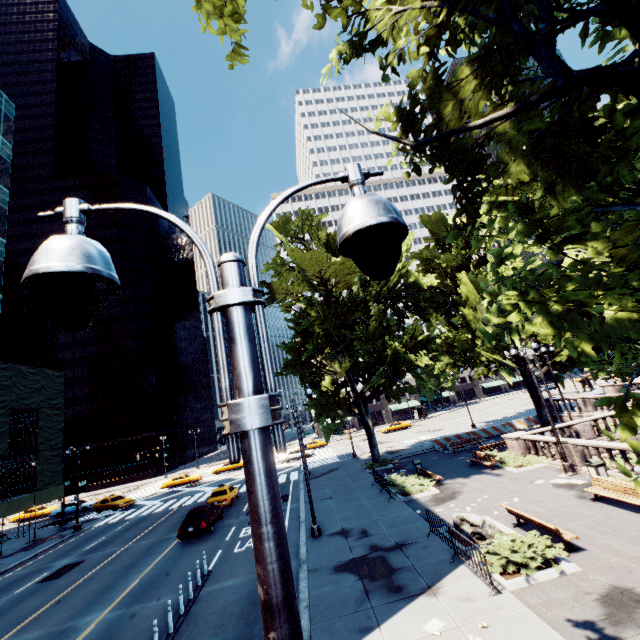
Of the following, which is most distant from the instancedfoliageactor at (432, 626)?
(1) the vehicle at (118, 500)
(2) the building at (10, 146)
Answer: (1) the vehicle at (118, 500)

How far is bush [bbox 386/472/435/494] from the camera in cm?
1961

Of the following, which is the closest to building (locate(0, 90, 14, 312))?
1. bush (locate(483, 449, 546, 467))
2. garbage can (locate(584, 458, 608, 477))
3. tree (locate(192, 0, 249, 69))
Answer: tree (locate(192, 0, 249, 69))

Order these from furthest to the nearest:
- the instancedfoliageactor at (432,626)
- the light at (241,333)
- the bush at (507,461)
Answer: the bush at (507,461)
the instancedfoliageactor at (432,626)
the light at (241,333)

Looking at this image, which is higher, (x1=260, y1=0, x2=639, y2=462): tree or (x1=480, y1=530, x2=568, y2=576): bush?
(x1=260, y1=0, x2=639, y2=462): tree

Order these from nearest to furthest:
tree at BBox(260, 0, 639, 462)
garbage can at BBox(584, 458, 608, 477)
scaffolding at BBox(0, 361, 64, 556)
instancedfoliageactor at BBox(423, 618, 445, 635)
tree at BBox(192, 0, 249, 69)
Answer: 1. tree at BBox(260, 0, 639, 462)
2. tree at BBox(192, 0, 249, 69)
3. instancedfoliageactor at BBox(423, 618, 445, 635)
4. garbage can at BBox(584, 458, 608, 477)
5. scaffolding at BBox(0, 361, 64, 556)

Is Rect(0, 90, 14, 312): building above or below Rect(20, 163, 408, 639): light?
above

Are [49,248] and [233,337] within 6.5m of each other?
yes
